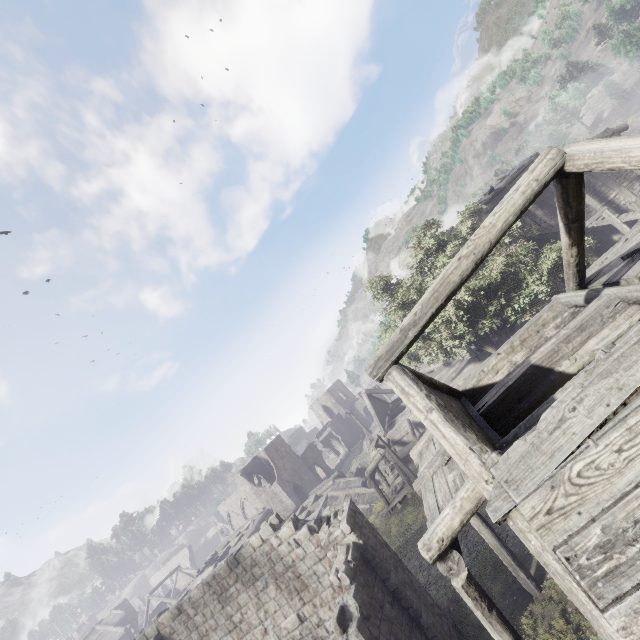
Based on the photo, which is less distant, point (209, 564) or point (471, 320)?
point (471, 320)
